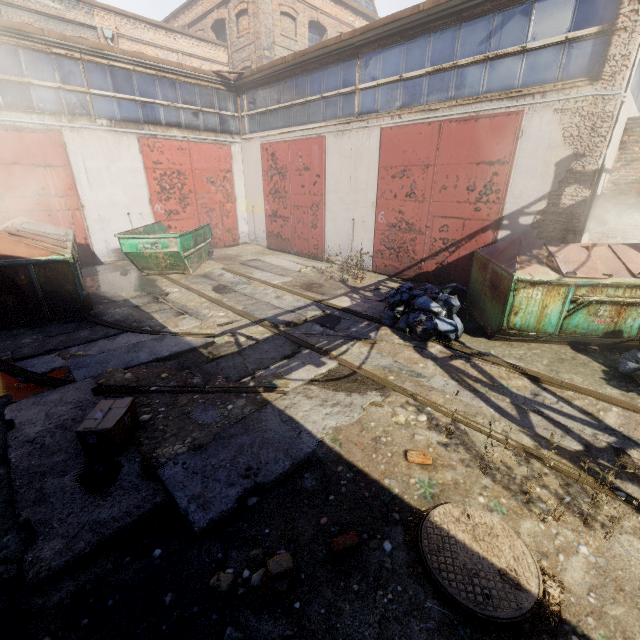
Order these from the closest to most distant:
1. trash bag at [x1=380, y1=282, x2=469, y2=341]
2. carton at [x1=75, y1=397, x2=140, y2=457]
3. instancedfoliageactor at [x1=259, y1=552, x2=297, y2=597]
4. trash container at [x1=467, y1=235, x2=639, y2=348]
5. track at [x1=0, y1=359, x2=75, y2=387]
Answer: instancedfoliageactor at [x1=259, y1=552, x2=297, y2=597], carton at [x1=75, y1=397, x2=140, y2=457], track at [x1=0, y1=359, x2=75, y2=387], trash container at [x1=467, y1=235, x2=639, y2=348], trash bag at [x1=380, y1=282, x2=469, y2=341]

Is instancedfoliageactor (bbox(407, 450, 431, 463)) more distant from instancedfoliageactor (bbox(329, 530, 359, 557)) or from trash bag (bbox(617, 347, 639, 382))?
trash bag (bbox(617, 347, 639, 382))

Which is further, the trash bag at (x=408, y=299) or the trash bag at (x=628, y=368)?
the trash bag at (x=408, y=299)

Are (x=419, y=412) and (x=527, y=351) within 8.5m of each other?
yes

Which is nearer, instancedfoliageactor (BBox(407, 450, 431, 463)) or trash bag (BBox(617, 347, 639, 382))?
instancedfoliageactor (BBox(407, 450, 431, 463))

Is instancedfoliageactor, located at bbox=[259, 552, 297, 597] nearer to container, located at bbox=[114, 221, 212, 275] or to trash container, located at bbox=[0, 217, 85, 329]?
trash container, located at bbox=[0, 217, 85, 329]

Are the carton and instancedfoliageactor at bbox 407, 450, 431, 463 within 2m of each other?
no

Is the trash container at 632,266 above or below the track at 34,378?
above
